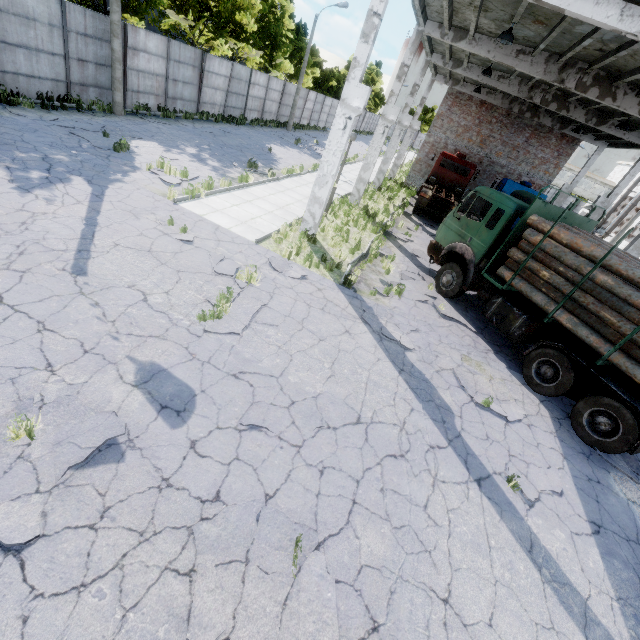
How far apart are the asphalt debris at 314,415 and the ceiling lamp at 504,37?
12.8m

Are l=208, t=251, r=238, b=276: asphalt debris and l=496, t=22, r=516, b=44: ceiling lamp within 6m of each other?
no

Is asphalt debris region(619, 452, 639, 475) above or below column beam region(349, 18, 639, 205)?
below

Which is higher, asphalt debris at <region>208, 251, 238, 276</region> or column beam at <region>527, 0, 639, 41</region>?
column beam at <region>527, 0, 639, 41</region>

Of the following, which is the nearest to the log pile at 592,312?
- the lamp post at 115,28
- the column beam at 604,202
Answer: the column beam at 604,202

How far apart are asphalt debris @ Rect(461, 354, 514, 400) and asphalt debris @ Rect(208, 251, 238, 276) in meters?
5.0 m

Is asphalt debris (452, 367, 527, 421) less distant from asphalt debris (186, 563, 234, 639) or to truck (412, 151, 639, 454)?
truck (412, 151, 639, 454)

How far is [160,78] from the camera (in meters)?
18.47
